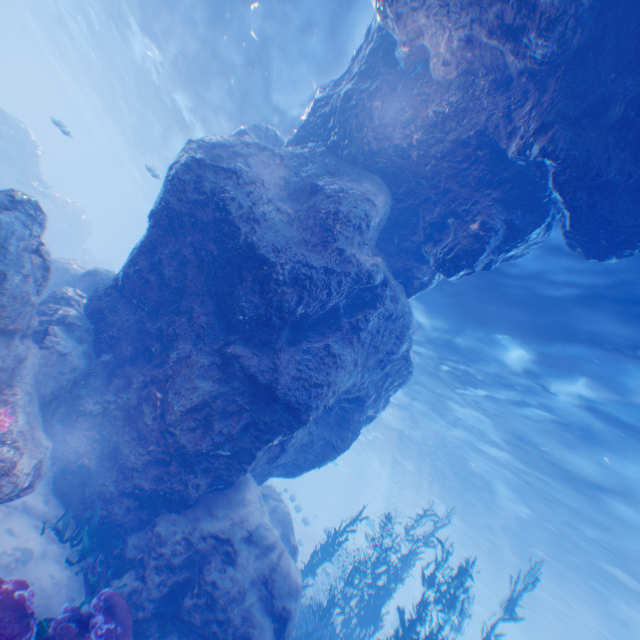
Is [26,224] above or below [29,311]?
above

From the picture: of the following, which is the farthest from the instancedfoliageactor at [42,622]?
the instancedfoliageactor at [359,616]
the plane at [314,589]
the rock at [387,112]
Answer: the plane at [314,589]

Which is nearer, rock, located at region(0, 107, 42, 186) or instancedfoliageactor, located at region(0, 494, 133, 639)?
instancedfoliageactor, located at region(0, 494, 133, 639)

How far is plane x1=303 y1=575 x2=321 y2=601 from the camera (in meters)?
20.55

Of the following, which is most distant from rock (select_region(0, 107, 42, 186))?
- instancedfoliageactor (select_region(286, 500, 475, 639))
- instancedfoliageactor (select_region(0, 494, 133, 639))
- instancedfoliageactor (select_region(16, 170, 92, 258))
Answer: instancedfoliageactor (select_region(16, 170, 92, 258))

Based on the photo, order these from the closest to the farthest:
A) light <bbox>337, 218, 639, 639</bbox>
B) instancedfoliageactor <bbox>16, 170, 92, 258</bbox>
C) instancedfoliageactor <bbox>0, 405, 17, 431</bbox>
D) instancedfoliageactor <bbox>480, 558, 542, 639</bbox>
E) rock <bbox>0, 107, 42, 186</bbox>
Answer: instancedfoliageactor <bbox>0, 405, 17, 431</bbox> → light <bbox>337, 218, 639, 639</bbox> → instancedfoliageactor <bbox>480, 558, 542, 639</bbox> → rock <bbox>0, 107, 42, 186</bbox> → instancedfoliageactor <bbox>16, 170, 92, 258</bbox>

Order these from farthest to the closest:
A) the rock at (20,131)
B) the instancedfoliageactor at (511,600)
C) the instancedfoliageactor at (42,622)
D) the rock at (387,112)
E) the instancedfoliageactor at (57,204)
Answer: the instancedfoliageactor at (57,204)
the rock at (20,131)
the instancedfoliageactor at (511,600)
the rock at (387,112)
the instancedfoliageactor at (42,622)

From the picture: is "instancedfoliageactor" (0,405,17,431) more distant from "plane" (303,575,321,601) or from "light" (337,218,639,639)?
"plane" (303,575,321,601)
